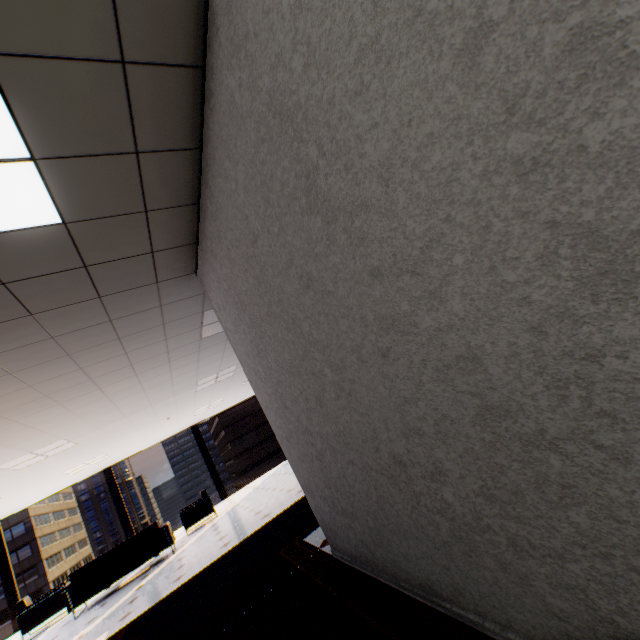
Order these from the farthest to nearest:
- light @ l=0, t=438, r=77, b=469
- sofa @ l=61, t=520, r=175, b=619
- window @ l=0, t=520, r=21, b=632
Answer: window @ l=0, t=520, r=21, b=632 → sofa @ l=61, t=520, r=175, b=619 → light @ l=0, t=438, r=77, b=469

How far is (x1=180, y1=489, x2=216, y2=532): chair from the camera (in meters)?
8.47

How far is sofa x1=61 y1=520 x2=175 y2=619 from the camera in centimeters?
635cm

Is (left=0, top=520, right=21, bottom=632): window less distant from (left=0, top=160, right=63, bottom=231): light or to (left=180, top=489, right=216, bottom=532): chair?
→ (left=180, top=489, right=216, bottom=532): chair

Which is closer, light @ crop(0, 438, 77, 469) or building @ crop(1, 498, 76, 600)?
light @ crop(0, 438, 77, 469)

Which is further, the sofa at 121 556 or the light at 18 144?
the sofa at 121 556

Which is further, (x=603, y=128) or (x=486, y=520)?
(x=486, y=520)

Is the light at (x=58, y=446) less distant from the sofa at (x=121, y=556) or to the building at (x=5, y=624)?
the sofa at (x=121, y=556)
